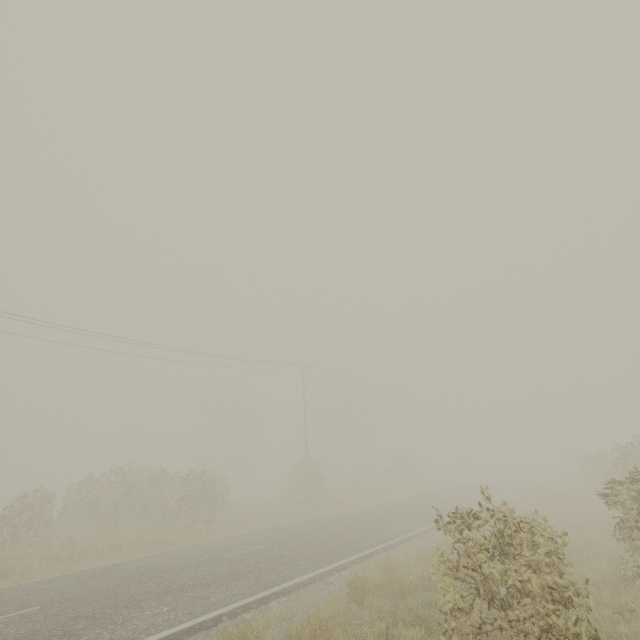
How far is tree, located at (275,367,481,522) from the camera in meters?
27.1

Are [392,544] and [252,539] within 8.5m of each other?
yes

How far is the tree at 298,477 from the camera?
27.1m
